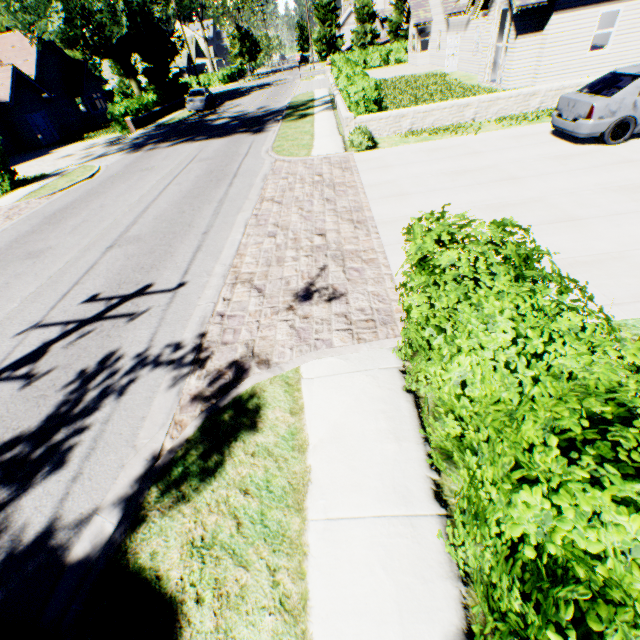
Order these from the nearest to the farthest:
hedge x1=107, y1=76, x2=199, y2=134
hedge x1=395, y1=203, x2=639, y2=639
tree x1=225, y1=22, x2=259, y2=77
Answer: hedge x1=395, y1=203, x2=639, y2=639 → hedge x1=107, y1=76, x2=199, y2=134 → tree x1=225, y1=22, x2=259, y2=77

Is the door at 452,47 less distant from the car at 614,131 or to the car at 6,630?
the car at 614,131

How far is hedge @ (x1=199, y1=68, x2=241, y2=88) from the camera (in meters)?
50.84

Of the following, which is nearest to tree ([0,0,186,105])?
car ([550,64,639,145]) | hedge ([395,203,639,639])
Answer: hedge ([395,203,639,639])

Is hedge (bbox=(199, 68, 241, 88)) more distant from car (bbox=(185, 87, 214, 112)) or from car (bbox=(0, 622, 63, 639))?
car (bbox=(0, 622, 63, 639))

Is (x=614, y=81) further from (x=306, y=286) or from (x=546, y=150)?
(x=306, y=286)

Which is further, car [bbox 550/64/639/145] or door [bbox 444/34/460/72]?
door [bbox 444/34/460/72]

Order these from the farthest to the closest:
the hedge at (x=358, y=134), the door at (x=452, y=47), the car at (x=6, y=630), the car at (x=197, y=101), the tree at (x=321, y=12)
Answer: the tree at (x=321, y=12)
the car at (x=197, y=101)
the door at (x=452, y=47)
the hedge at (x=358, y=134)
the car at (x=6, y=630)
